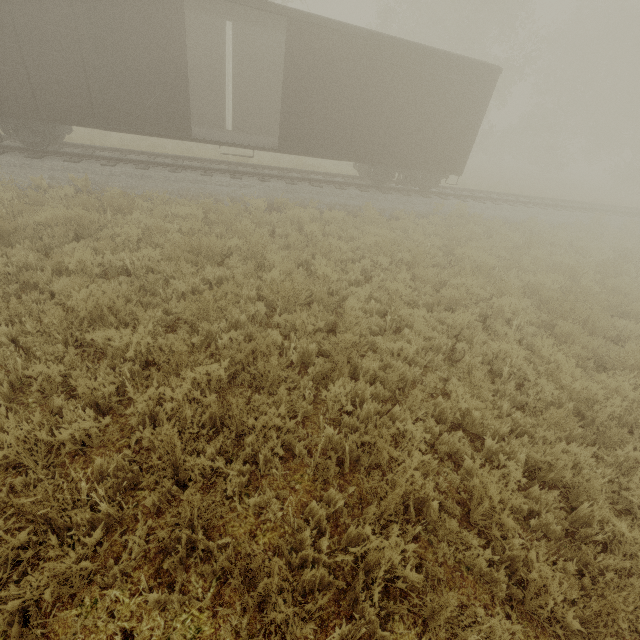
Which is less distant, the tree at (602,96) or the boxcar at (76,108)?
the boxcar at (76,108)

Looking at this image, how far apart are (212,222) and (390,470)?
8.0 meters

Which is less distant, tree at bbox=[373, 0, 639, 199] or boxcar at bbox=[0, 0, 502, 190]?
boxcar at bbox=[0, 0, 502, 190]
